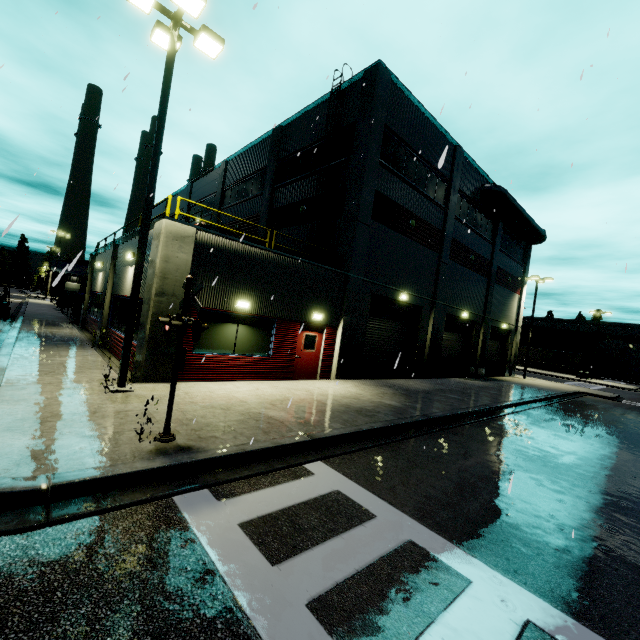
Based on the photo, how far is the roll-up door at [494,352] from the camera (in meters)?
28.05

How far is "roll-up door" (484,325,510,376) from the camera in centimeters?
2805cm

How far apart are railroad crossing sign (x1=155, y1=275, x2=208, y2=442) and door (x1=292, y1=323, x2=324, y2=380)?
7.3 meters

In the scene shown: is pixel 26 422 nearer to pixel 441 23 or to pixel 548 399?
pixel 441 23

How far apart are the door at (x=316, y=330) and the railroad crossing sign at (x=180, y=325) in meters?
7.3

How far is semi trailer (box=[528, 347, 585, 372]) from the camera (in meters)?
53.46

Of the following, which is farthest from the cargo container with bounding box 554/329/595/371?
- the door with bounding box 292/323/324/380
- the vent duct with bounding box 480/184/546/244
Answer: the door with bounding box 292/323/324/380
